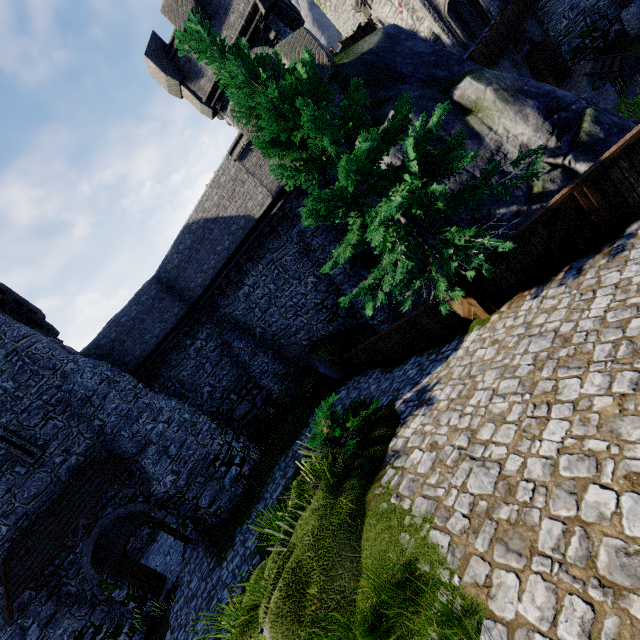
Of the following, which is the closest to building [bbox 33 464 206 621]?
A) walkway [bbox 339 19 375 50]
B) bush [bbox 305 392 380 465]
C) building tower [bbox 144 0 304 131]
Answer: bush [bbox 305 392 380 465]

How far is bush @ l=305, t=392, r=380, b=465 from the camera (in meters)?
7.03

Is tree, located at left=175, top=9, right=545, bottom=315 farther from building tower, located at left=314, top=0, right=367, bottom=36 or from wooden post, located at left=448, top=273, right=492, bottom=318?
building tower, located at left=314, top=0, right=367, bottom=36

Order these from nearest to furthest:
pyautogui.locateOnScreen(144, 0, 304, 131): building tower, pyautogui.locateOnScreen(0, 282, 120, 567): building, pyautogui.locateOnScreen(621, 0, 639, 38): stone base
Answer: pyautogui.locateOnScreen(0, 282, 120, 567): building
pyautogui.locateOnScreen(144, 0, 304, 131): building tower
pyautogui.locateOnScreen(621, 0, 639, 38): stone base

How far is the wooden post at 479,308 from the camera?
7.83m

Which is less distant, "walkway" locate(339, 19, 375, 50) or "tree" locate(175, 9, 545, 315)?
"tree" locate(175, 9, 545, 315)

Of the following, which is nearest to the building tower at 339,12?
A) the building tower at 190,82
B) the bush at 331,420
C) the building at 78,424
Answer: the building tower at 190,82

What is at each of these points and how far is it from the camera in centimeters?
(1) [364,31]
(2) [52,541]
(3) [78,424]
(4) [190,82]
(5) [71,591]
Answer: (1) walkway, 1769cm
(2) awning, 1282cm
(3) building, 1454cm
(4) building tower, 1587cm
(5) building, 1340cm
